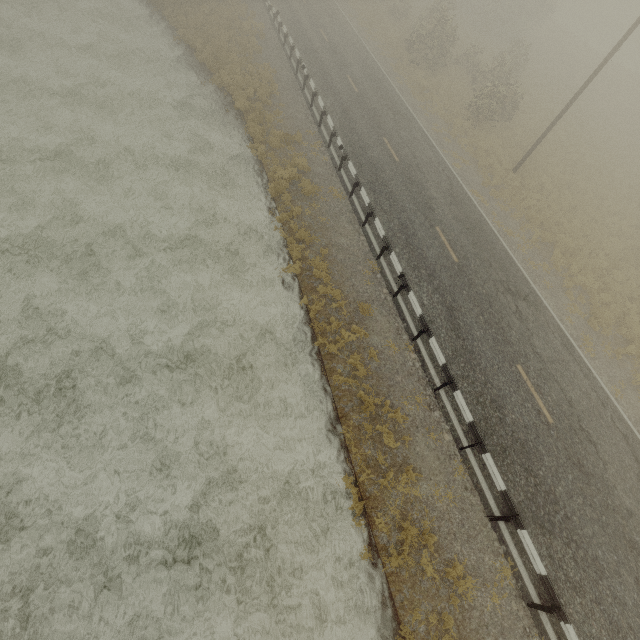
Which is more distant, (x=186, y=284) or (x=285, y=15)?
(x=285, y=15)
